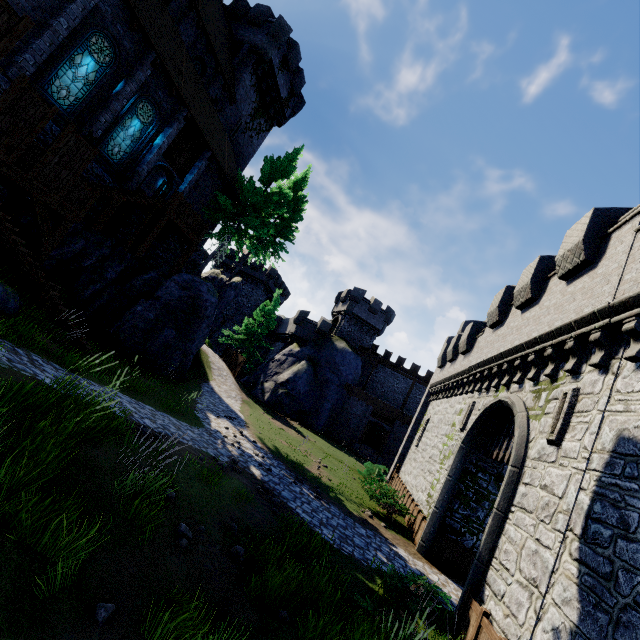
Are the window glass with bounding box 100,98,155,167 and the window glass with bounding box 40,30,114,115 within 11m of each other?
yes

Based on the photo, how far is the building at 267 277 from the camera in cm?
5150

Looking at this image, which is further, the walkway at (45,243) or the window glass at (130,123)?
the window glass at (130,123)

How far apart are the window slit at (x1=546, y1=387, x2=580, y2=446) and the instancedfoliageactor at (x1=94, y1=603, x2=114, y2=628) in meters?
8.9

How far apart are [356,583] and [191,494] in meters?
4.7

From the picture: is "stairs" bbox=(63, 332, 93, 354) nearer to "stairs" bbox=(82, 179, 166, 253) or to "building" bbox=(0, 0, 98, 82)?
"stairs" bbox=(82, 179, 166, 253)

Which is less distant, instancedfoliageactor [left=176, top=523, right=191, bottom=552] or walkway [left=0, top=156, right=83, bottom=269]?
instancedfoliageactor [left=176, top=523, right=191, bottom=552]

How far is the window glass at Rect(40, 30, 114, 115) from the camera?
12.9 meters
